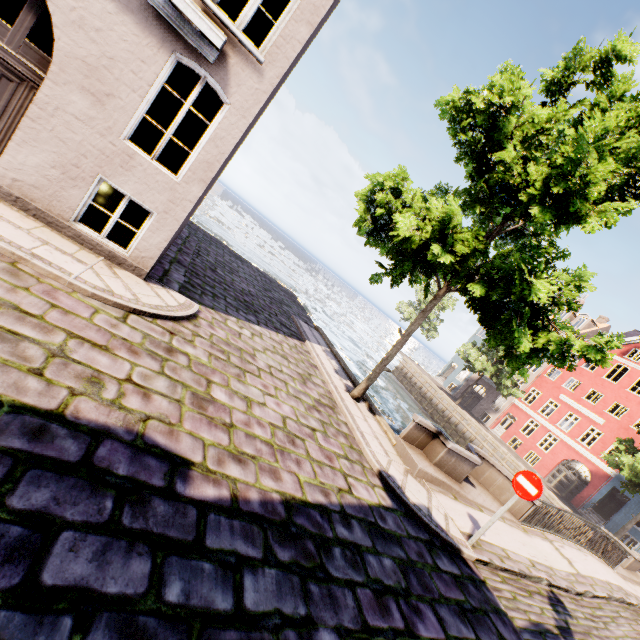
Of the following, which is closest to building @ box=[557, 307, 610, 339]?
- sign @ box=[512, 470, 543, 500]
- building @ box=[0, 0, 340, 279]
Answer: sign @ box=[512, 470, 543, 500]

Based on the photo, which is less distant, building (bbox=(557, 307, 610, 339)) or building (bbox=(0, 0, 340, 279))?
building (bbox=(0, 0, 340, 279))

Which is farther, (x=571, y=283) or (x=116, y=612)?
(x=571, y=283)

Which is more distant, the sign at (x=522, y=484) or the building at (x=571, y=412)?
the building at (x=571, y=412)

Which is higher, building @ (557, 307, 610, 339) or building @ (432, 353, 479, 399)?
building @ (557, 307, 610, 339)

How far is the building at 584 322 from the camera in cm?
3353

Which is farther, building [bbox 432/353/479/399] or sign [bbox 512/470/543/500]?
building [bbox 432/353/479/399]

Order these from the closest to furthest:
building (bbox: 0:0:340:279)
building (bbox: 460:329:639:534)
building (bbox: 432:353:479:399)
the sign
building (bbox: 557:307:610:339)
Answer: building (bbox: 0:0:340:279) → the sign → building (bbox: 460:329:639:534) → building (bbox: 557:307:610:339) → building (bbox: 432:353:479:399)
